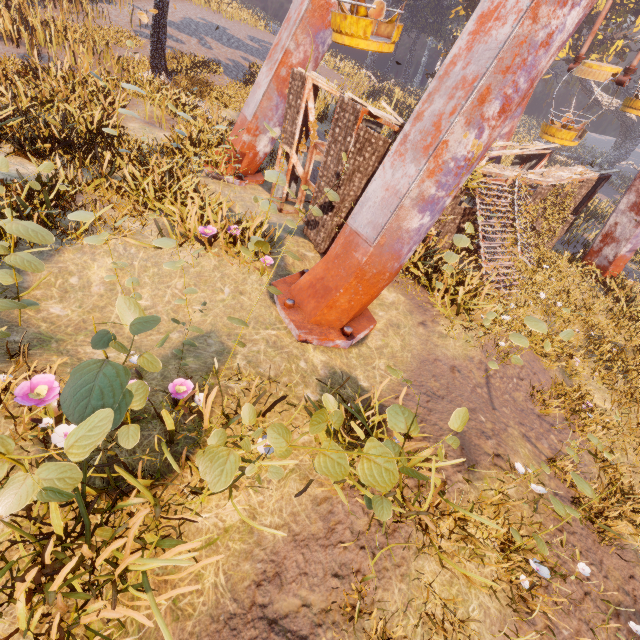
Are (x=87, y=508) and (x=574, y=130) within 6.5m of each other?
no

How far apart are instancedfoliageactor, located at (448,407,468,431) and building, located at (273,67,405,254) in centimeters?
695cm

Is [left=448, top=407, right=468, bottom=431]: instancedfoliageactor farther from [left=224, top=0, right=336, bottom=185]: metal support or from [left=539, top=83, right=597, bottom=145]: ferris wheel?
[left=539, top=83, right=597, bottom=145]: ferris wheel

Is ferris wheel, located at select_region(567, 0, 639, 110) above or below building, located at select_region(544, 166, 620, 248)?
above

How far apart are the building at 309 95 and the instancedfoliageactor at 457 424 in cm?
695

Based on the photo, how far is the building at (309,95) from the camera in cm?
764

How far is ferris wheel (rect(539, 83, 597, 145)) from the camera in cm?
1294

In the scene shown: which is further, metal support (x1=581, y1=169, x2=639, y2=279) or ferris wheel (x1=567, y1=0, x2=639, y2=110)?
metal support (x1=581, y1=169, x2=639, y2=279)
